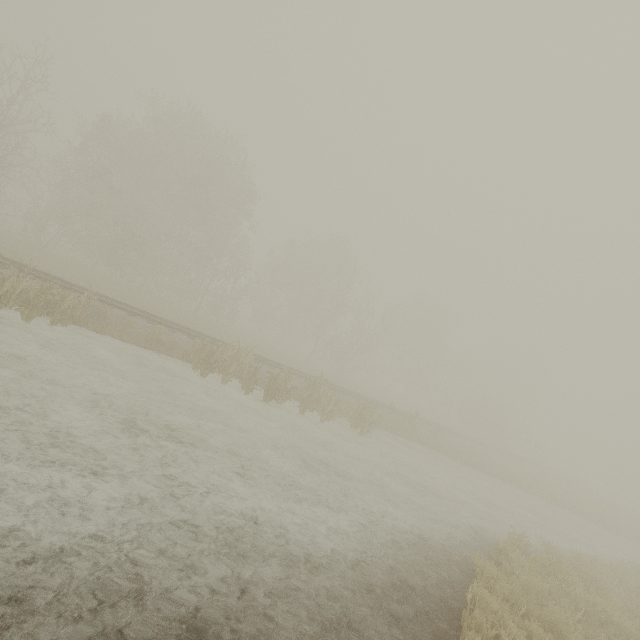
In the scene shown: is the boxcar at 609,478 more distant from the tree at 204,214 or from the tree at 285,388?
the tree at 285,388

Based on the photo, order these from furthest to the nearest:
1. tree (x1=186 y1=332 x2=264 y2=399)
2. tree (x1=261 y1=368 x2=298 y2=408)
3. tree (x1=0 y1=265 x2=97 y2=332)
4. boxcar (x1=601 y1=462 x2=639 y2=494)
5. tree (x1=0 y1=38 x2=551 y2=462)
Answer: boxcar (x1=601 y1=462 x2=639 y2=494), tree (x1=0 y1=38 x2=551 y2=462), tree (x1=261 y1=368 x2=298 y2=408), tree (x1=186 y1=332 x2=264 y2=399), tree (x1=0 y1=265 x2=97 y2=332)

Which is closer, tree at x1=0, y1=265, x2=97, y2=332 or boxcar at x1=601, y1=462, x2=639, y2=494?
tree at x1=0, y1=265, x2=97, y2=332

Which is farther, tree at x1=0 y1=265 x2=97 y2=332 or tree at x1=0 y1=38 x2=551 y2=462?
tree at x1=0 y1=38 x2=551 y2=462

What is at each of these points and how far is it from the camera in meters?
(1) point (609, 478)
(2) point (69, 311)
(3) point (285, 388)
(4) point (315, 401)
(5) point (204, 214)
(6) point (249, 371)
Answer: (1) boxcar, 58.7
(2) tree, 11.8
(3) tree, 14.9
(4) tree, 16.5
(5) tree, 25.4
(6) tree, 13.8

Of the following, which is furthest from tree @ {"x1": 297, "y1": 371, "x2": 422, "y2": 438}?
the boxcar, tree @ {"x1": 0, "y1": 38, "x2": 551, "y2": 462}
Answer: the boxcar

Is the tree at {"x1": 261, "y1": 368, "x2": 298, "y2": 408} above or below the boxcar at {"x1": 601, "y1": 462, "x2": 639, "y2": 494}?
below

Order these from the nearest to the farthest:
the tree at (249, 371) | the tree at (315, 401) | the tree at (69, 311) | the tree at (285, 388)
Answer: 1. the tree at (69, 311)
2. the tree at (249, 371)
3. the tree at (285, 388)
4. the tree at (315, 401)
